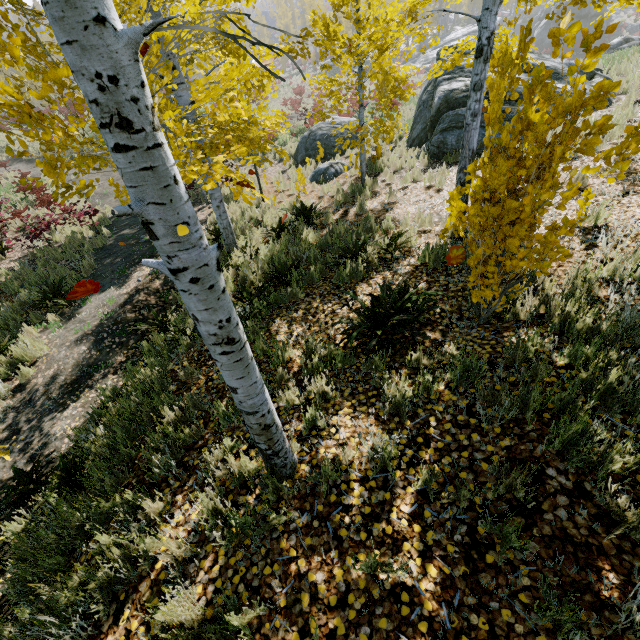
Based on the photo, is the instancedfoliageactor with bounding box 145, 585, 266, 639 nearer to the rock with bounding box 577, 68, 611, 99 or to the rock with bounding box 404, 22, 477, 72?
the rock with bounding box 577, 68, 611, 99

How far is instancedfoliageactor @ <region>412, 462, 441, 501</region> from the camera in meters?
2.4

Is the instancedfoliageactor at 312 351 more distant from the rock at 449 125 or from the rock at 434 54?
the rock at 434 54

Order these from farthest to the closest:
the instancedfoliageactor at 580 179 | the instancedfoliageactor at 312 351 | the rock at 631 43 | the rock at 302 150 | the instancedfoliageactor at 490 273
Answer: the rock at 302 150 → the rock at 631 43 → the instancedfoliageactor at 312 351 → the instancedfoliageactor at 580 179 → the instancedfoliageactor at 490 273

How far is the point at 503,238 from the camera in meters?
3.1

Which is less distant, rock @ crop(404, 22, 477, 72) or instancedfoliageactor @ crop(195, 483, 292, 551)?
instancedfoliageactor @ crop(195, 483, 292, 551)

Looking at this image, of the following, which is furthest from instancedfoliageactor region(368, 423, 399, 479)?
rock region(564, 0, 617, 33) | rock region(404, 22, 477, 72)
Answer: rock region(404, 22, 477, 72)

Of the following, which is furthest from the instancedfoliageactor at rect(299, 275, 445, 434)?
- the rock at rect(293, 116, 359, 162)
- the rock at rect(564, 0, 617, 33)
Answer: the rock at rect(293, 116, 359, 162)
